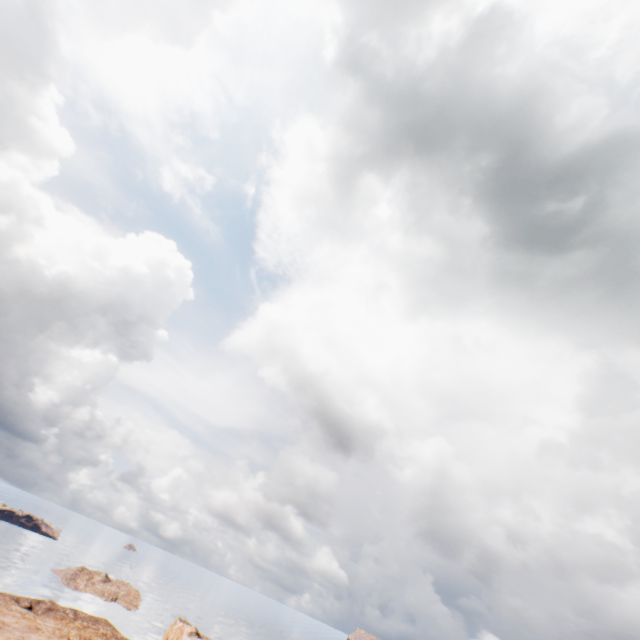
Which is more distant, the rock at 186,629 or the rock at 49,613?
the rock at 186,629

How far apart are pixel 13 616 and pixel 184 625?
36.6m

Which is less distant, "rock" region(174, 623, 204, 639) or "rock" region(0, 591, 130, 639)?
"rock" region(0, 591, 130, 639)
